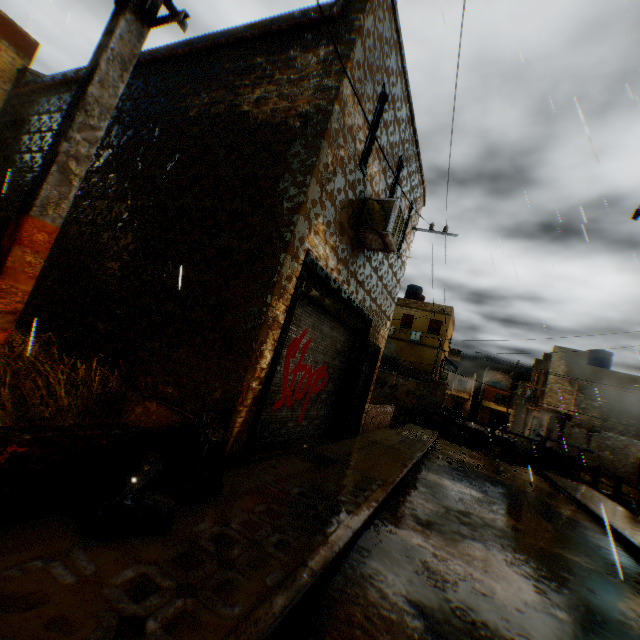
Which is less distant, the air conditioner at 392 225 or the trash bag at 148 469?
the trash bag at 148 469

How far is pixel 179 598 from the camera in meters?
2.1

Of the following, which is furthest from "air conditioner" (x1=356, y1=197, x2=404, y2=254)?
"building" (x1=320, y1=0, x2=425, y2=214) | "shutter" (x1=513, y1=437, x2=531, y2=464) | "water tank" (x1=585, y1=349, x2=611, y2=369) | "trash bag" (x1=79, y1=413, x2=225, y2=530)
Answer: "water tank" (x1=585, y1=349, x2=611, y2=369)

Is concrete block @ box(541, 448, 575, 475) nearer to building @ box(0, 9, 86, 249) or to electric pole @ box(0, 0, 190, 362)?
building @ box(0, 9, 86, 249)

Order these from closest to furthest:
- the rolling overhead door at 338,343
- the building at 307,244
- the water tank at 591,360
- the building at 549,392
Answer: the building at 307,244 → the rolling overhead door at 338,343 → the building at 549,392 → the water tank at 591,360

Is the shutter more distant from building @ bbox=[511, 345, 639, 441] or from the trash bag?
the trash bag

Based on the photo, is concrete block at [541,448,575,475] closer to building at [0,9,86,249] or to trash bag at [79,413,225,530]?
building at [0,9,86,249]

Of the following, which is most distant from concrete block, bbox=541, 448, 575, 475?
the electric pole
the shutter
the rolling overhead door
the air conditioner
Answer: the electric pole
